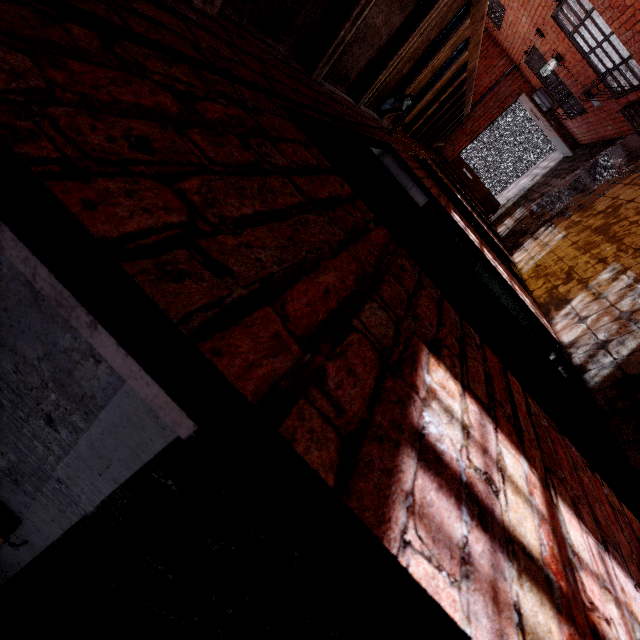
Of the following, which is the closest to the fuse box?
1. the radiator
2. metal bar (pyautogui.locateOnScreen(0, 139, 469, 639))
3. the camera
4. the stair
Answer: the stair

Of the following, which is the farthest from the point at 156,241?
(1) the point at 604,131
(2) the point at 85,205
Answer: (1) the point at 604,131

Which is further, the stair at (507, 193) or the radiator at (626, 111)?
the stair at (507, 193)

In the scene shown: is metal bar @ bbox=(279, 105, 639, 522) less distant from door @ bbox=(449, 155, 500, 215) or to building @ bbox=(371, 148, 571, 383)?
building @ bbox=(371, 148, 571, 383)

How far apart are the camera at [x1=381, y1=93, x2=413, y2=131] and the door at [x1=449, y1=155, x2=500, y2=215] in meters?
8.1

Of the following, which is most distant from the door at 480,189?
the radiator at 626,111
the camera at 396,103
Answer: the camera at 396,103

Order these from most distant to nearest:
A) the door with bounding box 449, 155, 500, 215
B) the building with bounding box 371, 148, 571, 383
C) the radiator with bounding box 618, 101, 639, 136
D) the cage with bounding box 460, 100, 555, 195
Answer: the cage with bounding box 460, 100, 555, 195, the door with bounding box 449, 155, 500, 215, the radiator with bounding box 618, 101, 639, 136, the building with bounding box 371, 148, 571, 383

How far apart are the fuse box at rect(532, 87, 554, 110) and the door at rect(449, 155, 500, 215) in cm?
222
